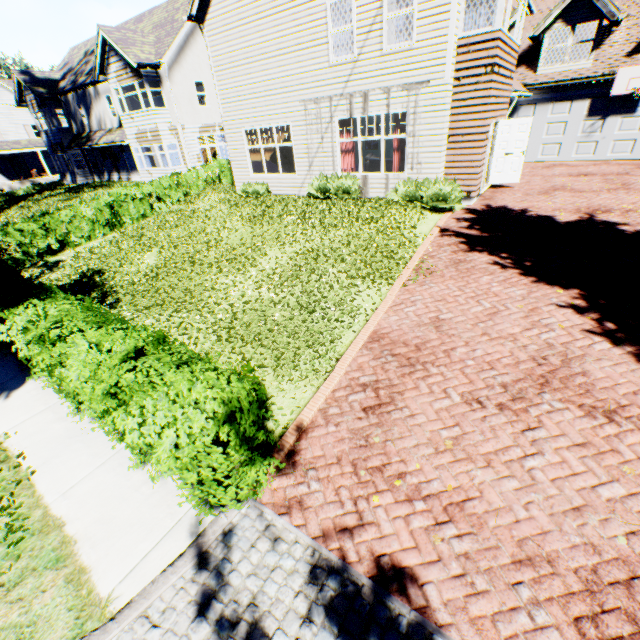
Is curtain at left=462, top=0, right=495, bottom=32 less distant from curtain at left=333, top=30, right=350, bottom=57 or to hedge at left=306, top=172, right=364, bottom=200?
curtain at left=333, top=30, right=350, bottom=57

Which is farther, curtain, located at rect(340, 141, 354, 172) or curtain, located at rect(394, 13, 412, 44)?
curtain, located at rect(340, 141, 354, 172)

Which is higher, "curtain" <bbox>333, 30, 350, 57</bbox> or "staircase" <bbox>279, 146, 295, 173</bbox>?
"curtain" <bbox>333, 30, 350, 57</bbox>

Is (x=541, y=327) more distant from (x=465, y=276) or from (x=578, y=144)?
(x=578, y=144)

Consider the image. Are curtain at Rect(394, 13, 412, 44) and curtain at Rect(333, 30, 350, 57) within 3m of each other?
yes

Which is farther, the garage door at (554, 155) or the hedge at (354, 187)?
the garage door at (554, 155)

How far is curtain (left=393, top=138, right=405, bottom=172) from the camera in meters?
11.6 m

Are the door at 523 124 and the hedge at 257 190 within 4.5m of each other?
no
